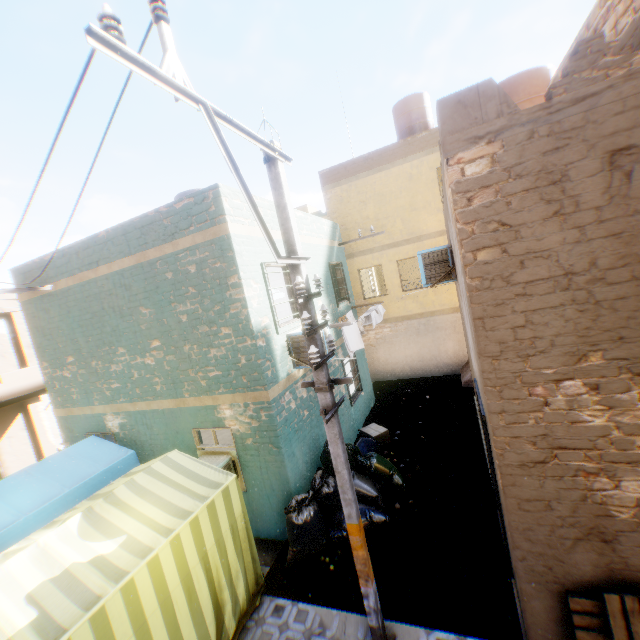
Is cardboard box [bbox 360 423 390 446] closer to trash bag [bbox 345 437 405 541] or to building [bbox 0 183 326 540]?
building [bbox 0 183 326 540]

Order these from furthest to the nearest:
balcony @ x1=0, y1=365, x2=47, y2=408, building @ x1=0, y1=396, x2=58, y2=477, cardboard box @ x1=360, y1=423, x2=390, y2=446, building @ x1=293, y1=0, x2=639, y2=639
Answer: building @ x1=0, y1=396, x2=58, y2=477 → balcony @ x1=0, y1=365, x2=47, y2=408 → cardboard box @ x1=360, y1=423, x2=390, y2=446 → building @ x1=293, y1=0, x2=639, y2=639

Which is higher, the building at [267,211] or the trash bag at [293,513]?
the building at [267,211]

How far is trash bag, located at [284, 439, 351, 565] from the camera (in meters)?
5.81

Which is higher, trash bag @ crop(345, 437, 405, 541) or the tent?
the tent

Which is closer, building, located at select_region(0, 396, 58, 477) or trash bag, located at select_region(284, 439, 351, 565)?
trash bag, located at select_region(284, 439, 351, 565)

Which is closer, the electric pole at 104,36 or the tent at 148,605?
the electric pole at 104,36

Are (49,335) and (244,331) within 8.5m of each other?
yes
